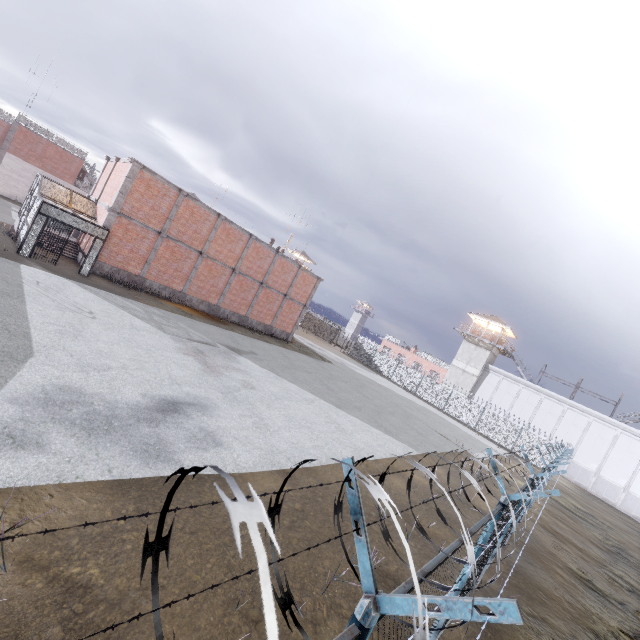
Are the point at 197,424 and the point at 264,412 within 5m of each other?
yes

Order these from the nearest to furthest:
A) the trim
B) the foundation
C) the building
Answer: the trim
the foundation
the building

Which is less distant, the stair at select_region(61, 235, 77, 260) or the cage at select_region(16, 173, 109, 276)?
the cage at select_region(16, 173, 109, 276)

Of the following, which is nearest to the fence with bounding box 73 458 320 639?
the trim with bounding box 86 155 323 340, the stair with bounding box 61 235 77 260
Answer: the trim with bounding box 86 155 323 340

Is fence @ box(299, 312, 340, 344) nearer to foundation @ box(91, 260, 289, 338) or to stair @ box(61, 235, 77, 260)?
foundation @ box(91, 260, 289, 338)

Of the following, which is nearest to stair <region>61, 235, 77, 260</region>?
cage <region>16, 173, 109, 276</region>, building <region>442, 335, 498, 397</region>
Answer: cage <region>16, 173, 109, 276</region>

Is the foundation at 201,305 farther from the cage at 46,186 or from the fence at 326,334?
the fence at 326,334

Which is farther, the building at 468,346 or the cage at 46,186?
the building at 468,346
